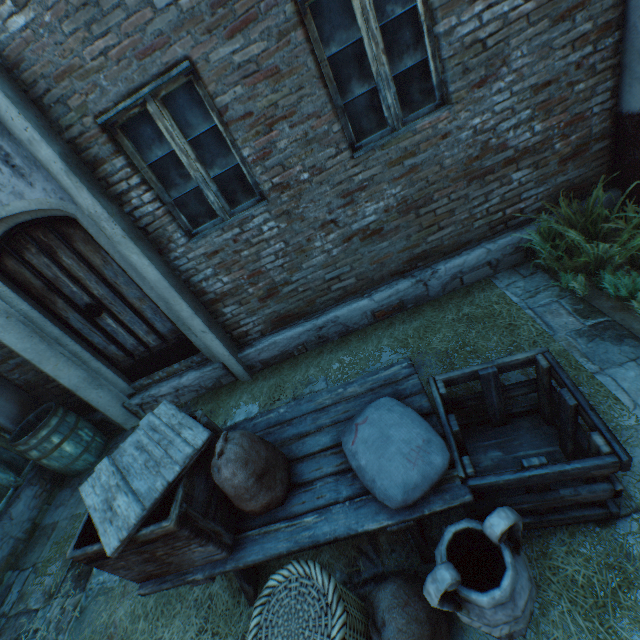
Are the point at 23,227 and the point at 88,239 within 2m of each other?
yes

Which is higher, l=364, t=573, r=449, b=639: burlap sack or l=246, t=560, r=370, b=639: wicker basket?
l=246, t=560, r=370, b=639: wicker basket

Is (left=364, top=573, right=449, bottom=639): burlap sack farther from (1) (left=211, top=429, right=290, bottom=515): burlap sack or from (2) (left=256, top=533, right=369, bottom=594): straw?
(1) (left=211, top=429, right=290, bottom=515): burlap sack

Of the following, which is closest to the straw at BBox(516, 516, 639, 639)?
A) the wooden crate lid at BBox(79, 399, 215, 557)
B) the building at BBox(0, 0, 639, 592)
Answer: the building at BBox(0, 0, 639, 592)

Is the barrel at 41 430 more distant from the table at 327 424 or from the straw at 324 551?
the table at 327 424

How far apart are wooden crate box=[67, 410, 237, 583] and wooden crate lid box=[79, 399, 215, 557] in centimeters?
1cm

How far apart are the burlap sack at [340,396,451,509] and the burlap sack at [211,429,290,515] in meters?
0.4 m

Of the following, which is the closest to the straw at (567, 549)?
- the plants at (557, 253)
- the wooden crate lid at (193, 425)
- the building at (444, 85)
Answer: the building at (444, 85)
